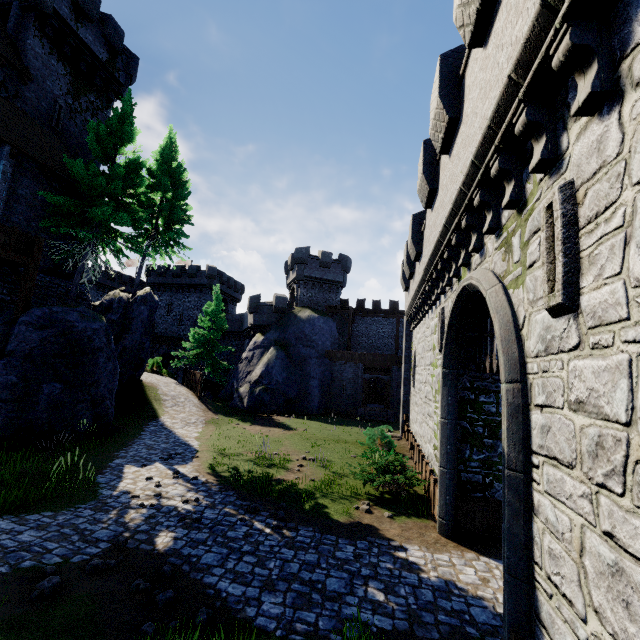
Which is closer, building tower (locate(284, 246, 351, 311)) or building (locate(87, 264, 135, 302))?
building tower (locate(284, 246, 351, 311))

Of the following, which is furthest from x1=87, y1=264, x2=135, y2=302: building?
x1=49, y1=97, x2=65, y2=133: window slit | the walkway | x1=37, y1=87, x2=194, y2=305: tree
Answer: the walkway

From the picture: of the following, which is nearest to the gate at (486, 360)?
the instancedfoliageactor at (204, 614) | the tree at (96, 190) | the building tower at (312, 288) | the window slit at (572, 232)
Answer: the window slit at (572, 232)

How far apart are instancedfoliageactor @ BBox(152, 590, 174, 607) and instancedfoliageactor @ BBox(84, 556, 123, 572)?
1.42m

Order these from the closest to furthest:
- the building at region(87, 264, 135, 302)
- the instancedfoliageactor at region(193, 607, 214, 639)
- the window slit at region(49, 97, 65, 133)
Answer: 1. the instancedfoliageactor at region(193, 607, 214, 639)
2. the window slit at region(49, 97, 65, 133)
3. the building at region(87, 264, 135, 302)

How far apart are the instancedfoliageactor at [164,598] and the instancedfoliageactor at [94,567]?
1.4m

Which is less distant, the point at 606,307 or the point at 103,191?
the point at 606,307

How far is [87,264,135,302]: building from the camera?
50.56m
